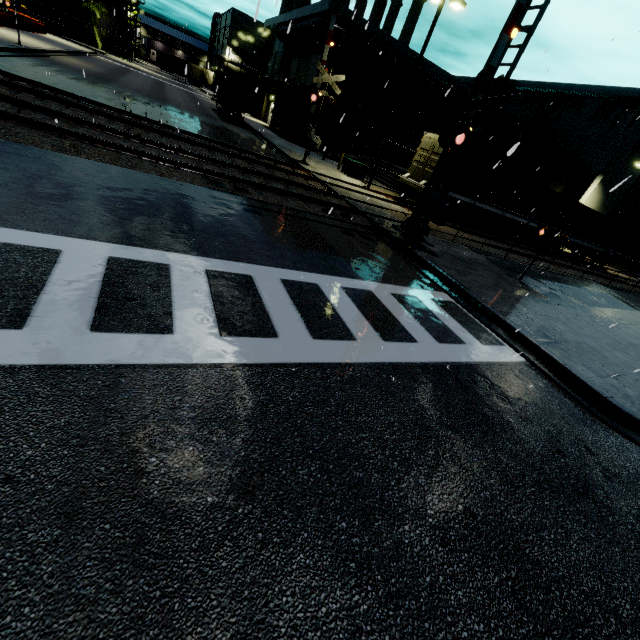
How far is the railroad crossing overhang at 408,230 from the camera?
11.5 meters

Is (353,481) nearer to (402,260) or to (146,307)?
(146,307)

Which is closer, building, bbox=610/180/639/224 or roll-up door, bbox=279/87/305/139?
roll-up door, bbox=279/87/305/139

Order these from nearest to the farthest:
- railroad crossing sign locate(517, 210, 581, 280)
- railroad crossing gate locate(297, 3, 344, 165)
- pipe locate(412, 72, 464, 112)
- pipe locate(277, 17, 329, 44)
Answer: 1. railroad crossing sign locate(517, 210, 581, 280)
2. railroad crossing gate locate(297, 3, 344, 165)
3. pipe locate(277, 17, 329, 44)
4. pipe locate(412, 72, 464, 112)

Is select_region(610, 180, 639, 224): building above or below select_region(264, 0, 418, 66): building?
below

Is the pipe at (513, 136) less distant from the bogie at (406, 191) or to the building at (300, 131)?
the building at (300, 131)

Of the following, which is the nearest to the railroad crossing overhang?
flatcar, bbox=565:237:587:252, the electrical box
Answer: the electrical box

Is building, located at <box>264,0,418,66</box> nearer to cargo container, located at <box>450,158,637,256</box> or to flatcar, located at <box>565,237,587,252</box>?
cargo container, located at <box>450,158,637,256</box>
